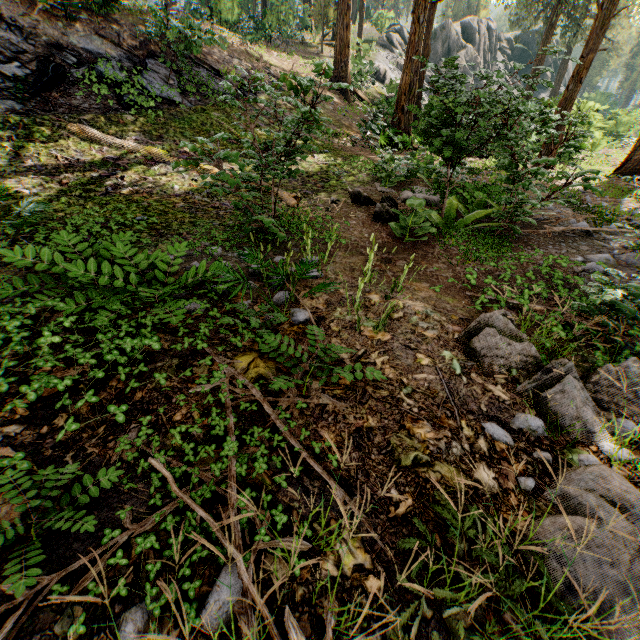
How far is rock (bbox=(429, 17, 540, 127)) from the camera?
4.9 meters

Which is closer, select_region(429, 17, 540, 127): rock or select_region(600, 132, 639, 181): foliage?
select_region(429, 17, 540, 127): rock

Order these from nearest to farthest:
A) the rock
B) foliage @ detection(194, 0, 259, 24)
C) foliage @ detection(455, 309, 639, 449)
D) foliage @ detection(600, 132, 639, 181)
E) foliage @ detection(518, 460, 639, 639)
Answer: foliage @ detection(518, 460, 639, 639) → foliage @ detection(455, 309, 639, 449) → the rock → foliage @ detection(600, 132, 639, 181) → foliage @ detection(194, 0, 259, 24)

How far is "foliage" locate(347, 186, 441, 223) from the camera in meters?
5.6 m

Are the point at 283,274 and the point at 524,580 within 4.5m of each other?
yes

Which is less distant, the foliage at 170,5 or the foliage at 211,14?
the foliage at 170,5

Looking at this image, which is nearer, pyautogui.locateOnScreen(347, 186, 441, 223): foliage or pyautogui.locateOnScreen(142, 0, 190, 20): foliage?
pyautogui.locateOnScreen(347, 186, 441, 223): foliage
